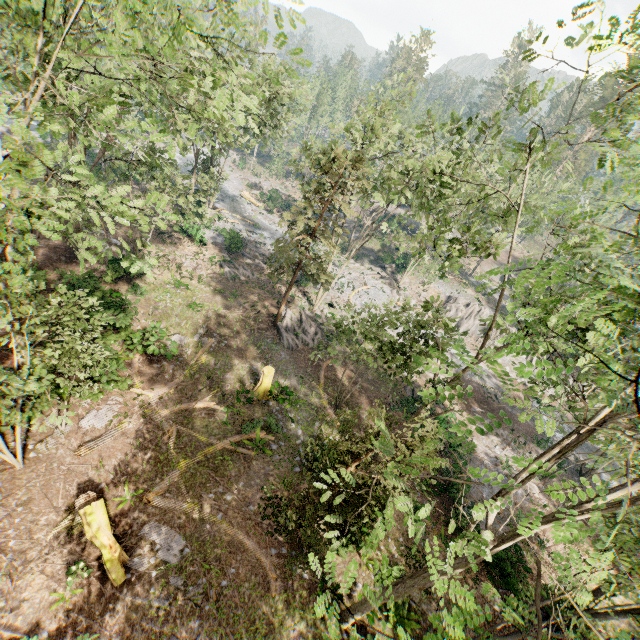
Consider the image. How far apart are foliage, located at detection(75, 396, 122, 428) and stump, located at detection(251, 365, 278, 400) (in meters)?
6.85

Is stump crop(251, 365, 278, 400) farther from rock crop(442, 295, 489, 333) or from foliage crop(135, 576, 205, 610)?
rock crop(442, 295, 489, 333)

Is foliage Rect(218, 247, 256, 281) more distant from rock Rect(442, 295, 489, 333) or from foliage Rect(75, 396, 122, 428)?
foliage Rect(75, 396, 122, 428)

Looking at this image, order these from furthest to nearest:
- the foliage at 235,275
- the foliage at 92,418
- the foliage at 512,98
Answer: the foliage at 235,275
the foliage at 92,418
the foliage at 512,98

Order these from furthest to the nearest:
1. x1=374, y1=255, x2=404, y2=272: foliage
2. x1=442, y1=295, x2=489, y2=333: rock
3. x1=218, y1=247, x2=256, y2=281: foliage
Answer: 1. x1=374, y1=255, x2=404, y2=272: foliage
2. x1=442, y1=295, x2=489, y2=333: rock
3. x1=218, y1=247, x2=256, y2=281: foliage

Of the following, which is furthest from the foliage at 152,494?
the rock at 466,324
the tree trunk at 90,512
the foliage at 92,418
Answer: the tree trunk at 90,512

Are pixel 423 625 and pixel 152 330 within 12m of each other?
no

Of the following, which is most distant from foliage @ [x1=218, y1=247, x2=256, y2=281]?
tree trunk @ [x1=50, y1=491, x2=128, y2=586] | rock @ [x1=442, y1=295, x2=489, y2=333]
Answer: tree trunk @ [x1=50, y1=491, x2=128, y2=586]
